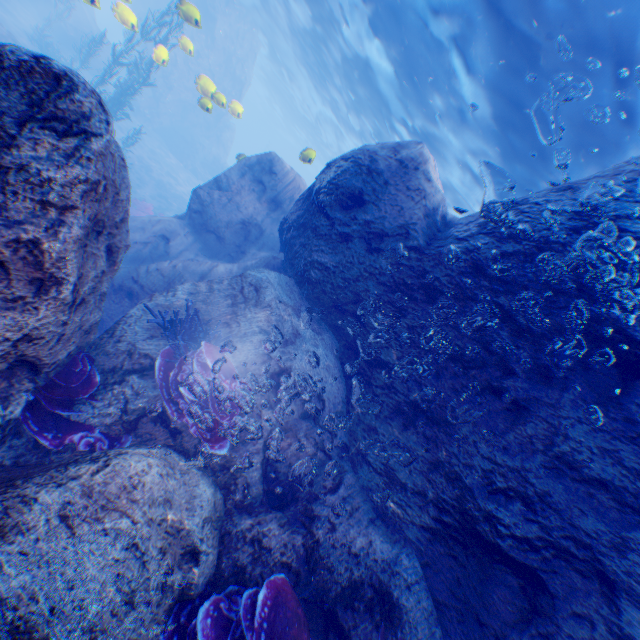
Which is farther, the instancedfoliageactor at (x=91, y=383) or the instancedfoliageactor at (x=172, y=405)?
the instancedfoliageactor at (x=172, y=405)

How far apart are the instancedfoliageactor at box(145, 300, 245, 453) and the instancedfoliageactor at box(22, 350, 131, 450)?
0.7m

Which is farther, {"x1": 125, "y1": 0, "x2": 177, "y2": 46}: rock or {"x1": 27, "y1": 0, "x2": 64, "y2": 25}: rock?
{"x1": 27, "y1": 0, "x2": 64, "y2": 25}: rock

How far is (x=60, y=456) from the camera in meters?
3.4 m

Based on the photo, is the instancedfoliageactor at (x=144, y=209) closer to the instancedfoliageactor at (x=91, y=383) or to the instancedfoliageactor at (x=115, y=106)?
the instancedfoliageactor at (x=115, y=106)

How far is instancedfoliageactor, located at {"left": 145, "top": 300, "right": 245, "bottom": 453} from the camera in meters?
3.8 m

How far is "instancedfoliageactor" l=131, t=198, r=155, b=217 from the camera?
16.6 meters

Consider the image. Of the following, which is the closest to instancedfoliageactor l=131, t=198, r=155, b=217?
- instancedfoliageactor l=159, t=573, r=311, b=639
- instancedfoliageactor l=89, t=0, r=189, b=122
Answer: instancedfoliageactor l=89, t=0, r=189, b=122
